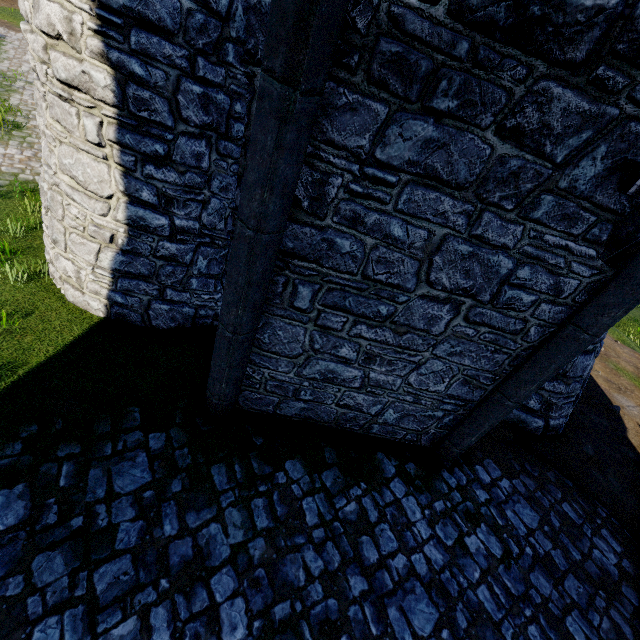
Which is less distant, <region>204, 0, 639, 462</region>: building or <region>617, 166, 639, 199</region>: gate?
<region>204, 0, 639, 462</region>: building

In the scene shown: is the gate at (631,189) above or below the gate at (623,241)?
above

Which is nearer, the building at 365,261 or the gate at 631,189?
the building at 365,261

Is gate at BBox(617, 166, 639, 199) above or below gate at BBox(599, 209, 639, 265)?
above

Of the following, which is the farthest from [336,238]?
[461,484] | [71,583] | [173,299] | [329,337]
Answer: [461,484]
